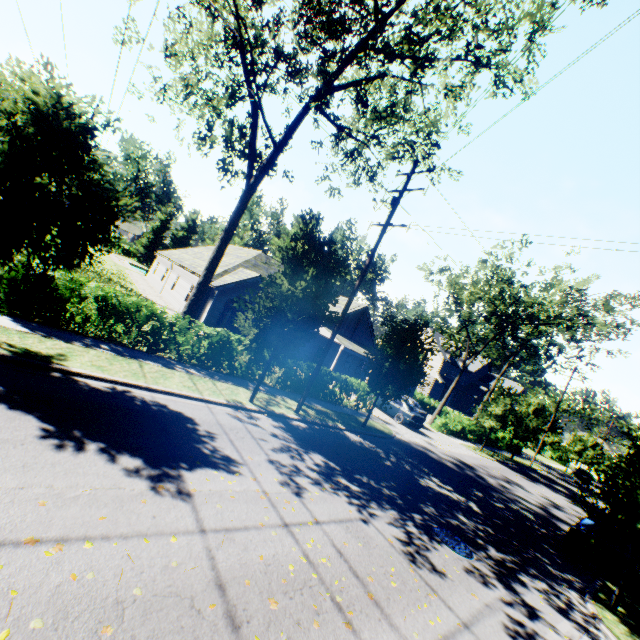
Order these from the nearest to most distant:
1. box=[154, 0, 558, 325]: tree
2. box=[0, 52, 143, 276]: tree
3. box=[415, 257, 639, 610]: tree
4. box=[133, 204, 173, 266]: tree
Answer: box=[0, 52, 143, 276]: tree, box=[415, 257, 639, 610]: tree, box=[154, 0, 558, 325]: tree, box=[133, 204, 173, 266]: tree

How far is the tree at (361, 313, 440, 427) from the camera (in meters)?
15.40

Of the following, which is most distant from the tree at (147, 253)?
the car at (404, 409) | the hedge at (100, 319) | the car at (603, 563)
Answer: the car at (404, 409)

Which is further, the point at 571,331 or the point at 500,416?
the point at 500,416

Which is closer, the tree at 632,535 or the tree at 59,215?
the tree at 59,215

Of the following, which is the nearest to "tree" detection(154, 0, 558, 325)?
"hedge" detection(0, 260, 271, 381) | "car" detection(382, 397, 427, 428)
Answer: "hedge" detection(0, 260, 271, 381)

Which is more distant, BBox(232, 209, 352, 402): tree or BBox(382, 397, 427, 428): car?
BBox(382, 397, 427, 428): car

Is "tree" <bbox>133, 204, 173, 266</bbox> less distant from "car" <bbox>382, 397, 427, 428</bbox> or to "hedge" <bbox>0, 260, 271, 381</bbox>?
"hedge" <bbox>0, 260, 271, 381</bbox>
